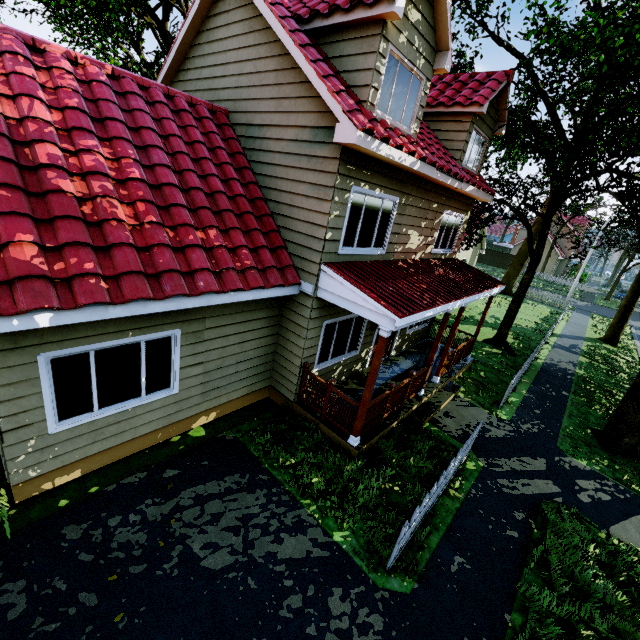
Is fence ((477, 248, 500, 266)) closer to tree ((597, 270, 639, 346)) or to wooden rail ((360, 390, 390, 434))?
tree ((597, 270, 639, 346))

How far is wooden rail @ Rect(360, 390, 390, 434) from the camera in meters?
7.0

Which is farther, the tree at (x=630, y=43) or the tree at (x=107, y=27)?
the tree at (x=107, y=27)

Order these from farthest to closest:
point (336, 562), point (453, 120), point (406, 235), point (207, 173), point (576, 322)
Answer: point (576, 322)
point (453, 120)
point (406, 235)
point (207, 173)
point (336, 562)

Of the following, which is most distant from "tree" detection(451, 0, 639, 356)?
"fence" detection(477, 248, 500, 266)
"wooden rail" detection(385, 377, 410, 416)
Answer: "wooden rail" detection(385, 377, 410, 416)

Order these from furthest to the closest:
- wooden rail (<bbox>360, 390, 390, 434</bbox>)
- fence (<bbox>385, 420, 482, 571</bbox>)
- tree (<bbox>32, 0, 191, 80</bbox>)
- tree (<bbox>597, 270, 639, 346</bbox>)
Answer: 1. tree (<bbox>597, 270, 639, 346</bbox>)
2. tree (<bbox>32, 0, 191, 80</bbox>)
3. wooden rail (<bbox>360, 390, 390, 434</bbox>)
4. fence (<bbox>385, 420, 482, 571</bbox>)

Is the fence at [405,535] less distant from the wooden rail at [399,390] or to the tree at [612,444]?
the tree at [612,444]

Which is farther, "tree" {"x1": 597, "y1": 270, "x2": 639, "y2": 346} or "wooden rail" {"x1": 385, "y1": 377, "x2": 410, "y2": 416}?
"tree" {"x1": 597, "y1": 270, "x2": 639, "y2": 346}
